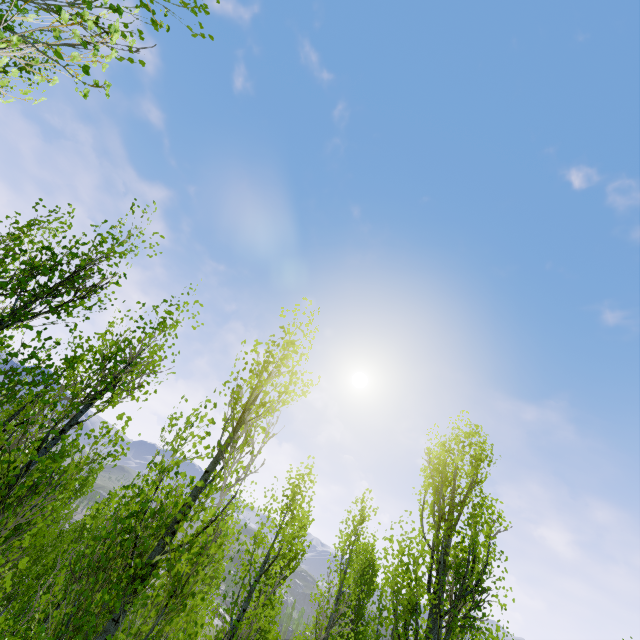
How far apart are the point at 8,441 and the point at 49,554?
11.8m

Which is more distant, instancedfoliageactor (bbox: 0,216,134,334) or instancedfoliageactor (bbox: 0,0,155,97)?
instancedfoliageactor (bbox: 0,216,134,334)

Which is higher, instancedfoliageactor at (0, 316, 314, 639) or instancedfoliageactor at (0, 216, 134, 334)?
instancedfoliageactor at (0, 216, 134, 334)

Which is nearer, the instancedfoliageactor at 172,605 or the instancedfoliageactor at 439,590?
the instancedfoliageactor at 172,605

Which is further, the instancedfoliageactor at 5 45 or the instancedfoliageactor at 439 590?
the instancedfoliageactor at 439 590

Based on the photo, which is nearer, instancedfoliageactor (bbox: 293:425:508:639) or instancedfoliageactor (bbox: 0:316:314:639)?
instancedfoliageactor (bbox: 0:316:314:639)

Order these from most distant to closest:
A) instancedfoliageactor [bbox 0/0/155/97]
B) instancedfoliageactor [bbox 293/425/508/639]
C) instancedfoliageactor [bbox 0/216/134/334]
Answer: instancedfoliageactor [bbox 293/425/508/639]
instancedfoliageactor [bbox 0/216/134/334]
instancedfoliageactor [bbox 0/0/155/97]

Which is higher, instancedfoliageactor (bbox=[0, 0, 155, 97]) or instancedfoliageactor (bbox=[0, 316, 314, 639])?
instancedfoliageactor (bbox=[0, 0, 155, 97])
